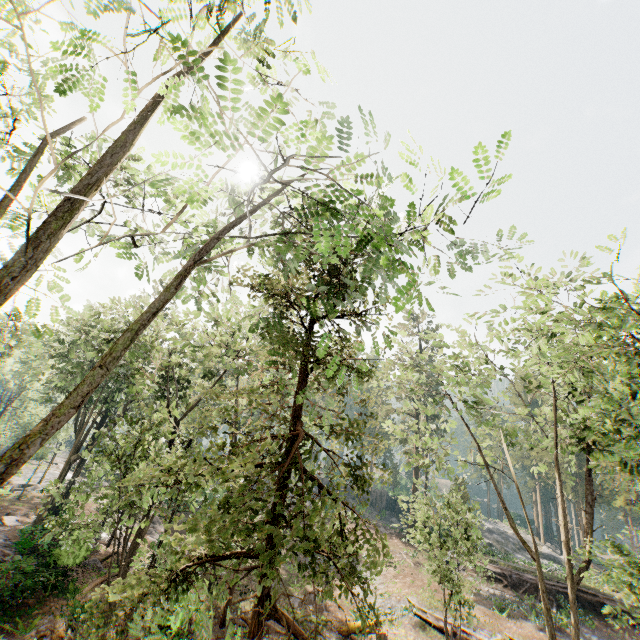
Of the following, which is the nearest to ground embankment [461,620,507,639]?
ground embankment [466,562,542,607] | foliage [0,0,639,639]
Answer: foliage [0,0,639,639]

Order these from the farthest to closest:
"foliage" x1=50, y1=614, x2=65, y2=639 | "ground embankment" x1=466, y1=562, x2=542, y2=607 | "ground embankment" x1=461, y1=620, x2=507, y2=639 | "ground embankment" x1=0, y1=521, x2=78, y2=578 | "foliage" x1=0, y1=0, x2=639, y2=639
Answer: "ground embankment" x1=466, y1=562, x2=542, y2=607, "ground embankment" x1=461, y1=620, x2=507, y2=639, "ground embankment" x1=0, y1=521, x2=78, y2=578, "foliage" x1=50, y1=614, x2=65, y2=639, "foliage" x1=0, y1=0, x2=639, y2=639

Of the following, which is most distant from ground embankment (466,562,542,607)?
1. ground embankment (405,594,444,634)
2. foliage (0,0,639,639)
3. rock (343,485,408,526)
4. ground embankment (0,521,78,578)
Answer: ground embankment (0,521,78,578)

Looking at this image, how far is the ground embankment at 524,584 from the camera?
26.9 meters

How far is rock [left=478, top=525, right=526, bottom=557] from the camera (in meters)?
45.06

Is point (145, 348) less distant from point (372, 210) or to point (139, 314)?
point (139, 314)

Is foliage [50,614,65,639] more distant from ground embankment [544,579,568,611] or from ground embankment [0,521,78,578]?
ground embankment [544,579,568,611]
